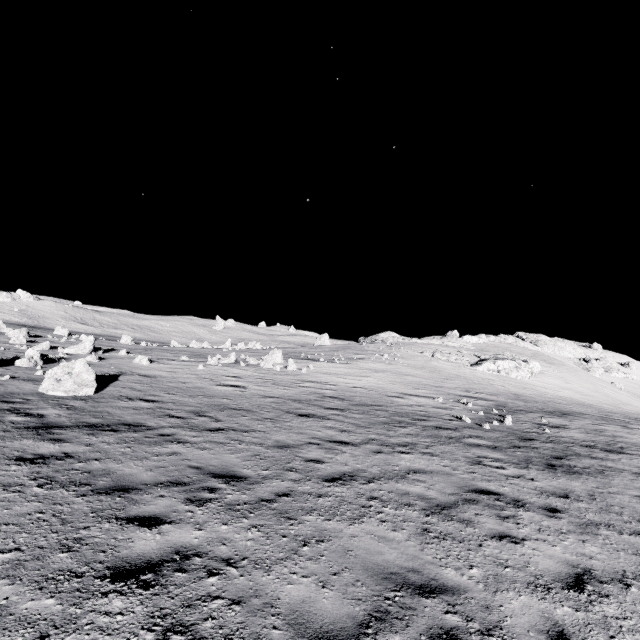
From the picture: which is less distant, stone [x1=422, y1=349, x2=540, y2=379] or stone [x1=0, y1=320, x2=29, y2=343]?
stone [x1=0, y1=320, x2=29, y2=343]

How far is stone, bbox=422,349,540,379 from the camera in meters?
43.4

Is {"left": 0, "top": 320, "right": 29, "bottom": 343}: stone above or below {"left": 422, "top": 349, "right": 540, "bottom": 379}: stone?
below

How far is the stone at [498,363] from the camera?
43.44m

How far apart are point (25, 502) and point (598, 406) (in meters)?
46.21

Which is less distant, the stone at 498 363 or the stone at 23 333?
the stone at 23 333
